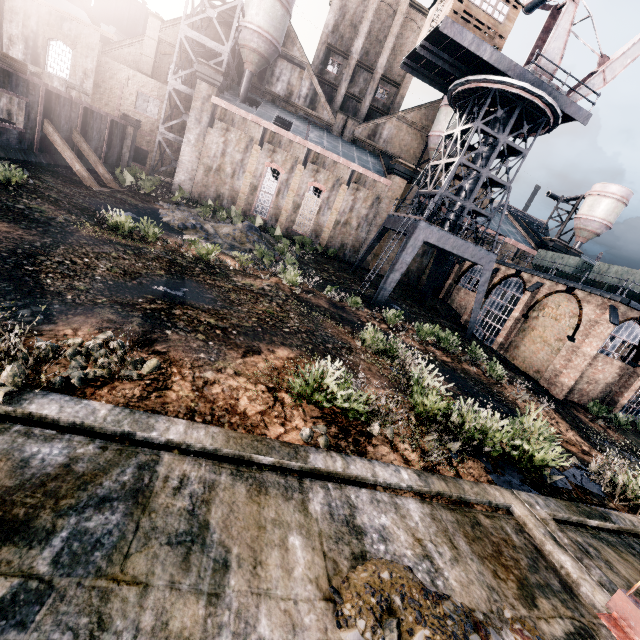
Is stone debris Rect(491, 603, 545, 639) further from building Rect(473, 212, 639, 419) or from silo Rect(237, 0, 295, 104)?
silo Rect(237, 0, 295, 104)

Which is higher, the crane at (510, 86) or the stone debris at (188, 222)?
the crane at (510, 86)

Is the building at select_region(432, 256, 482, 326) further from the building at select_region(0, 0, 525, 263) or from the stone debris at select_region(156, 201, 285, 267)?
the stone debris at select_region(156, 201, 285, 267)

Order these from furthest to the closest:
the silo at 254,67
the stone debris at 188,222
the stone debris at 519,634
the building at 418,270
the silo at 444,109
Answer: the building at 418,270 → the silo at 444,109 → the silo at 254,67 → the stone debris at 188,222 → the stone debris at 519,634

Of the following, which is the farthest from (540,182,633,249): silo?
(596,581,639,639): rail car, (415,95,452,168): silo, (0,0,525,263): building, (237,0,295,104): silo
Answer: (596,581,639,639): rail car

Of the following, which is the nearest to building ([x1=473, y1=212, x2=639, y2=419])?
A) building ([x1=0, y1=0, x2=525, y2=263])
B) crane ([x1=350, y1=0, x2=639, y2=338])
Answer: building ([x1=0, y1=0, x2=525, y2=263])

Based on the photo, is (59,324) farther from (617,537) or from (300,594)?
(617,537)

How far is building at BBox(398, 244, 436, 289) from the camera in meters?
40.4
